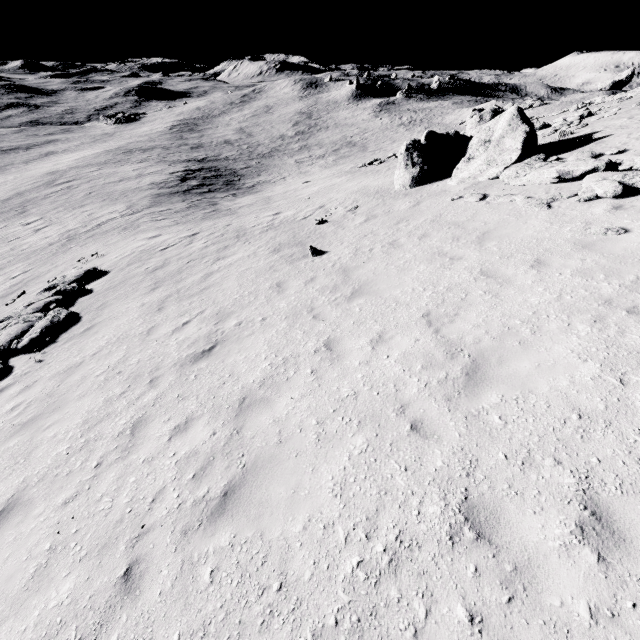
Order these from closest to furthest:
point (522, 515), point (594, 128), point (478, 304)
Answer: point (522, 515), point (478, 304), point (594, 128)

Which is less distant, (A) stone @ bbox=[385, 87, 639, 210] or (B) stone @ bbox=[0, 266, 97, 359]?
(A) stone @ bbox=[385, 87, 639, 210]

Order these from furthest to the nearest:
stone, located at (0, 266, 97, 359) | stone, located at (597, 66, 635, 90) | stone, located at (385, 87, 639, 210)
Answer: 1. stone, located at (597, 66, 635, 90)
2. stone, located at (0, 266, 97, 359)
3. stone, located at (385, 87, 639, 210)

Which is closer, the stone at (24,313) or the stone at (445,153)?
the stone at (445,153)

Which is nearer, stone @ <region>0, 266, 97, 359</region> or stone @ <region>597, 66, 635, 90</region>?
stone @ <region>0, 266, 97, 359</region>

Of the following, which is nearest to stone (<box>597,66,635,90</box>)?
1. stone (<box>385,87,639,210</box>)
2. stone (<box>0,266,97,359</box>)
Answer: stone (<box>385,87,639,210</box>)

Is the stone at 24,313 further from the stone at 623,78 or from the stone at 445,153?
the stone at 623,78
